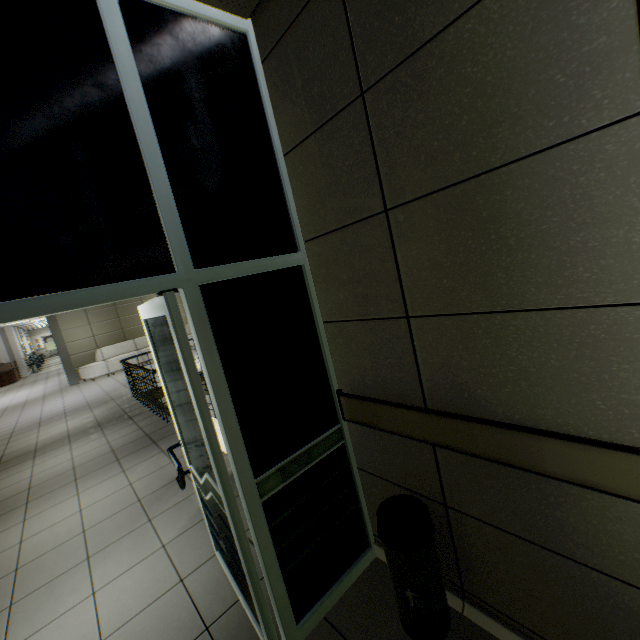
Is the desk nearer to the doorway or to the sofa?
the sofa

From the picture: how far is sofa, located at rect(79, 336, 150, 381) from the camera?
12.1 meters

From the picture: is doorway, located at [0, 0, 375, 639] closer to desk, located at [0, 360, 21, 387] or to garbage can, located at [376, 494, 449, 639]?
garbage can, located at [376, 494, 449, 639]

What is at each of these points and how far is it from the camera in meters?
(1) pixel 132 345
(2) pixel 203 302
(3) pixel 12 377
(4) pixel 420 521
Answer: (1) sofa, 13.3 m
(2) doorway, 1.5 m
(3) desk, 17.8 m
(4) garbage can, 1.5 m

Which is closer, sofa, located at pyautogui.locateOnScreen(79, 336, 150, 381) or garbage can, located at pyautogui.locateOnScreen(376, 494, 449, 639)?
garbage can, located at pyautogui.locateOnScreen(376, 494, 449, 639)

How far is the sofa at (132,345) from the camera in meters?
12.1 m

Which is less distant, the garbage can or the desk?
the garbage can

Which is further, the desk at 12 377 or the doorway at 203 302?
the desk at 12 377
